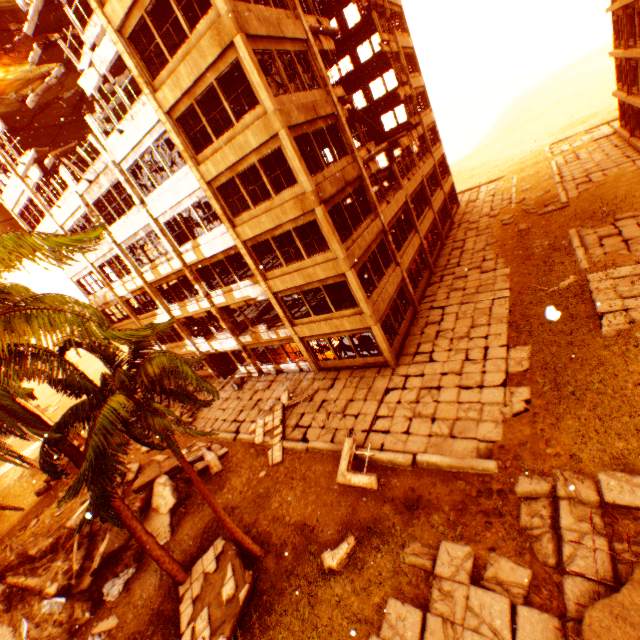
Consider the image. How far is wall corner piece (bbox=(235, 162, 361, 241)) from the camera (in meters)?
12.98

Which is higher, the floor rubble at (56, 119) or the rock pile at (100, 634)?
the floor rubble at (56, 119)

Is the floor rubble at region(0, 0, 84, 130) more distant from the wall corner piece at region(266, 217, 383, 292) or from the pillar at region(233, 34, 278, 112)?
the wall corner piece at region(266, 217, 383, 292)

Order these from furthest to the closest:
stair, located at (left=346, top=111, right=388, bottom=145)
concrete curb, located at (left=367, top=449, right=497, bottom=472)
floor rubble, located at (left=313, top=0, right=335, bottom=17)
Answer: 1. stair, located at (left=346, top=111, right=388, bottom=145)
2. floor rubble, located at (left=313, top=0, right=335, bottom=17)
3. concrete curb, located at (left=367, top=449, right=497, bottom=472)

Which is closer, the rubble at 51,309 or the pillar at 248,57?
the rubble at 51,309

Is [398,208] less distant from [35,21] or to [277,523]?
[277,523]

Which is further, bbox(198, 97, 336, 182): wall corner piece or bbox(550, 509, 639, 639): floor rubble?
bbox(198, 97, 336, 182): wall corner piece

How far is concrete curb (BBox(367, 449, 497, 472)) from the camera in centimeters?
1003cm
